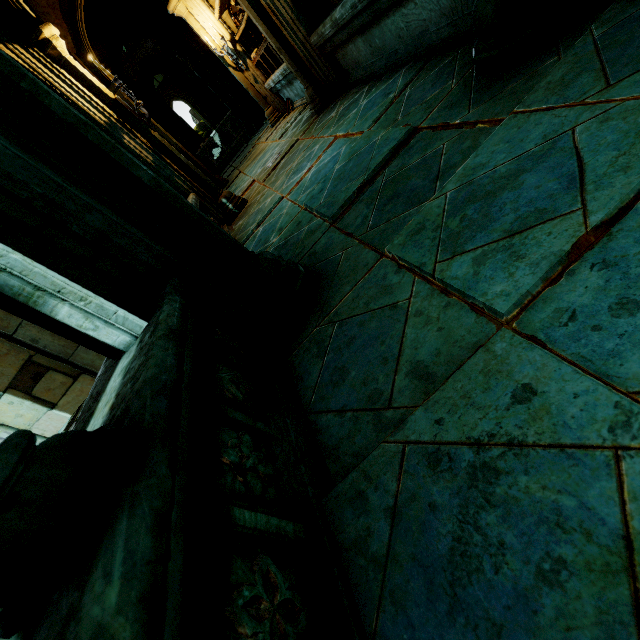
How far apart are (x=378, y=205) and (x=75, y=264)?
1.87m

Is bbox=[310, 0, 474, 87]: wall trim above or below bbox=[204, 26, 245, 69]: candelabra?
below

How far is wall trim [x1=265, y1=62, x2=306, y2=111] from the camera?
6.54m

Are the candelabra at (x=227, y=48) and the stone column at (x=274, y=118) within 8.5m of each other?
yes

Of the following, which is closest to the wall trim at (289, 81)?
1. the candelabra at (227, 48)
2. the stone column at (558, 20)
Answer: the candelabra at (227, 48)

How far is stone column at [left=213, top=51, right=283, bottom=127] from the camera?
8.0m

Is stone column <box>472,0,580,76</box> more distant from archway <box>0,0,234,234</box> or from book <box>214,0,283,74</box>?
book <box>214,0,283,74</box>

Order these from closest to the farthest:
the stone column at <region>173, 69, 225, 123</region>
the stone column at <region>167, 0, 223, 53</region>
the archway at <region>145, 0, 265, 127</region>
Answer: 1. the stone column at <region>167, 0, 223, 53</region>
2. the archway at <region>145, 0, 265, 127</region>
3. the stone column at <region>173, 69, 225, 123</region>
